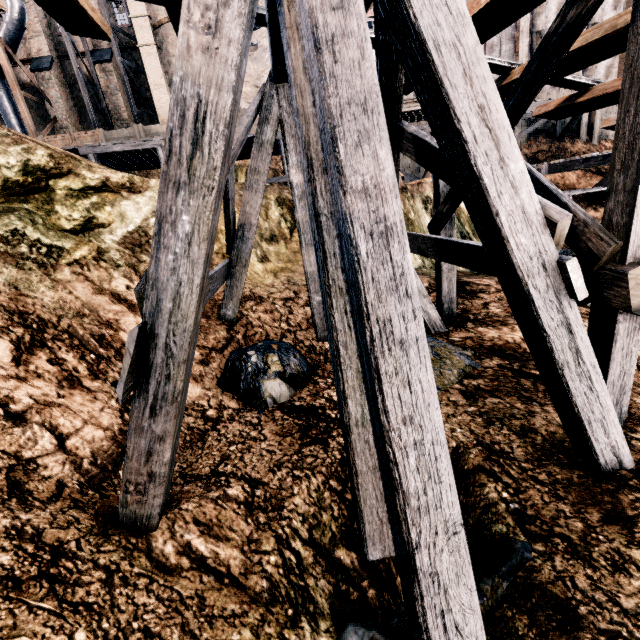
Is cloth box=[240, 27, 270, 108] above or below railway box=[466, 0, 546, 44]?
above

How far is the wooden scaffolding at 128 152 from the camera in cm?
1414

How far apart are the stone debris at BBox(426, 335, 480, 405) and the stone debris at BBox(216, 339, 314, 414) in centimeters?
131cm

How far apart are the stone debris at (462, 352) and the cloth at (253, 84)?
23.47m

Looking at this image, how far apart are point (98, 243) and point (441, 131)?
6.76m

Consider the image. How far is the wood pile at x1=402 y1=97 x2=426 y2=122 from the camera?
16.23m

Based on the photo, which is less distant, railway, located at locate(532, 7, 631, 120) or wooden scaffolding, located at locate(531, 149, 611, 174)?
railway, located at locate(532, 7, 631, 120)

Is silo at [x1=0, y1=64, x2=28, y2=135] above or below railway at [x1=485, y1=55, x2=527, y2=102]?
above
